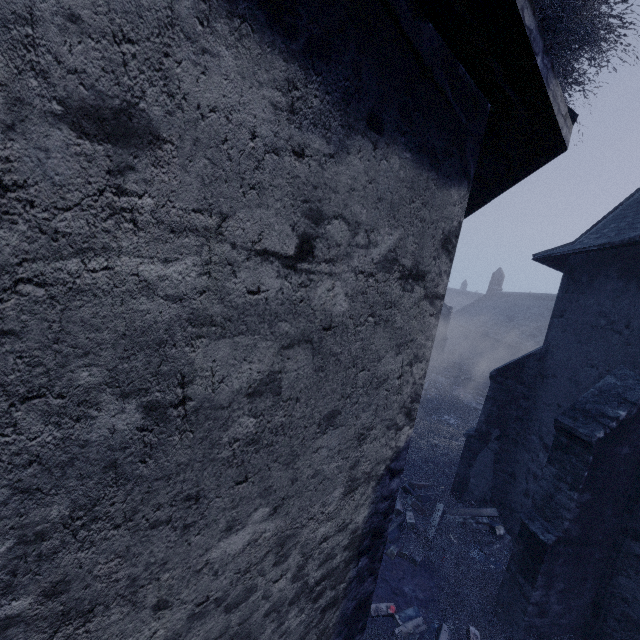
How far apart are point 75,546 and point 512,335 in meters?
38.5
